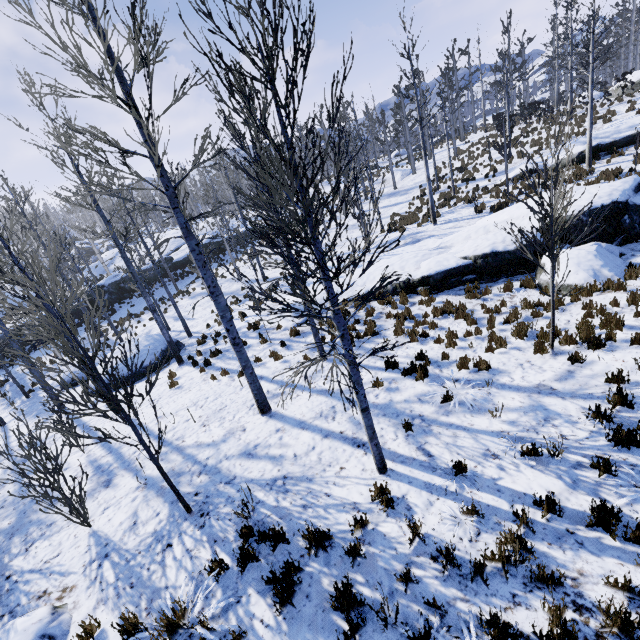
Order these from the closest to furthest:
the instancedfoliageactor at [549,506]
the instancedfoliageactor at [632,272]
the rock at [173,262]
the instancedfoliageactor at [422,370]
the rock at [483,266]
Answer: the instancedfoliageactor at [549,506], the instancedfoliageactor at [422,370], the instancedfoliageactor at [632,272], the rock at [483,266], the rock at [173,262]

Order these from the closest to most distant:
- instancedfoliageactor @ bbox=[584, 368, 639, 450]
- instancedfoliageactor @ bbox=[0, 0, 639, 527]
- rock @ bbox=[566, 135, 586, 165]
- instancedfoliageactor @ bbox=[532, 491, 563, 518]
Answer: instancedfoliageactor @ bbox=[0, 0, 639, 527] → instancedfoliageactor @ bbox=[532, 491, 563, 518] → instancedfoliageactor @ bbox=[584, 368, 639, 450] → rock @ bbox=[566, 135, 586, 165]

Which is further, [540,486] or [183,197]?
[183,197]

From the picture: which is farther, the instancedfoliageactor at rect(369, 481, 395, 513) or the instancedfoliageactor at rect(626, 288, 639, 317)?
the instancedfoliageactor at rect(626, 288, 639, 317)

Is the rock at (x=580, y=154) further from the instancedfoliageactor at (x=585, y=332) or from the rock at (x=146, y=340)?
the rock at (x=146, y=340)

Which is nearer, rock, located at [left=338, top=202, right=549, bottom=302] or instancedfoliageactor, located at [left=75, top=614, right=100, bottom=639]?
instancedfoliageactor, located at [left=75, top=614, right=100, bottom=639]

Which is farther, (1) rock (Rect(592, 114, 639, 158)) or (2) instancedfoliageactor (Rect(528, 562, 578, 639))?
(1) rock (Rect(592, 114, 639, 158))
